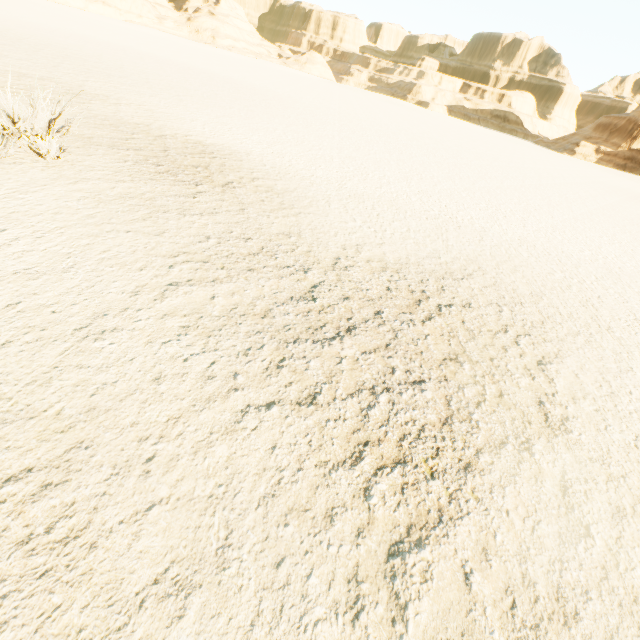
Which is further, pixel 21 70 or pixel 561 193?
pixel 561 193
